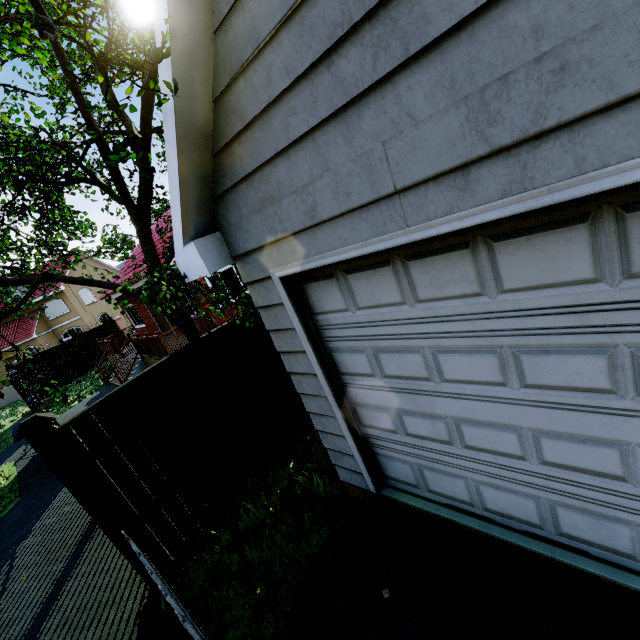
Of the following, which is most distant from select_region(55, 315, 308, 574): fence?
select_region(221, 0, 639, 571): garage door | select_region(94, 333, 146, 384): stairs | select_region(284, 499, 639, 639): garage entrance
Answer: select_region(94, 333, 146, 384): stairs

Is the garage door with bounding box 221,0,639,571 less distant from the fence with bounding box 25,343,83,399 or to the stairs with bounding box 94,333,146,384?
the fence with bounding box 25,343,83,399

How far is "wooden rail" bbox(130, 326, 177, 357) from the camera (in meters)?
11.02

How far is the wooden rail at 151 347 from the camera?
11.0m

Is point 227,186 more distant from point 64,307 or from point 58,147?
point 64,307

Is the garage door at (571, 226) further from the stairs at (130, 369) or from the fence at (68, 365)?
the stairs at (130, 369)

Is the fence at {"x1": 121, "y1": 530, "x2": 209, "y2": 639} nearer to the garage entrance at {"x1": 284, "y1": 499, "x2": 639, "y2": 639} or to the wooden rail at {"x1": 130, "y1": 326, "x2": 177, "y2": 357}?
the garage entrance at {"x1": 284, "y1": 499, "x2": 639, "y2": 639}

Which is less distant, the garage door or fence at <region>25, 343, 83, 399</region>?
the garage door
